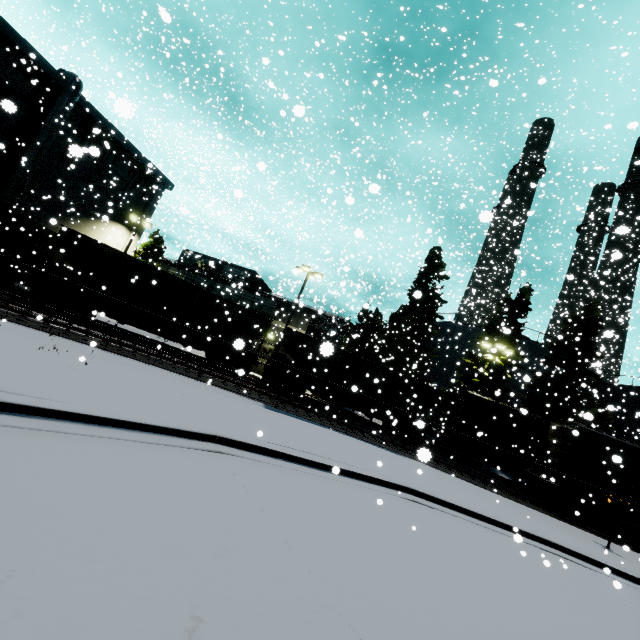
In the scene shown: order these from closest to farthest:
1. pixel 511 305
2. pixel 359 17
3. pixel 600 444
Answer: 1. pixel 600 444
2. pixel 511 305
3. pixel 359 17

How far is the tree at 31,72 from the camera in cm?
2286

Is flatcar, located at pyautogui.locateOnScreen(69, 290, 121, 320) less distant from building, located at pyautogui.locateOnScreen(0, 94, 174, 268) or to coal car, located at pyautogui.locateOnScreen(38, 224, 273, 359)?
coal car, located at pyautogui.locateOnScreen(38, 224, 273, 359)

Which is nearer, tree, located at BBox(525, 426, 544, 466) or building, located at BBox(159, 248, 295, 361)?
tree, located at BBox(525, 426, 544, 466)

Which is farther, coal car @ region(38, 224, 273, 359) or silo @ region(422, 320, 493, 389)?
silo @ region(422, 320, 493, 389)

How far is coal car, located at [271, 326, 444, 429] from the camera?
21.75m

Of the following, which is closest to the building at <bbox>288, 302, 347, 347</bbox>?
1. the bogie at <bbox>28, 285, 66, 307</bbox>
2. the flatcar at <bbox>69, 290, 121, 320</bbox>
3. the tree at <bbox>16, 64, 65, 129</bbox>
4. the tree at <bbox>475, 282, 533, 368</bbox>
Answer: the tree at <bbox>16, 64, 65, 129</bbox>

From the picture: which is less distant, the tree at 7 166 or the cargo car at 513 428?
the cargo car at 513 428
